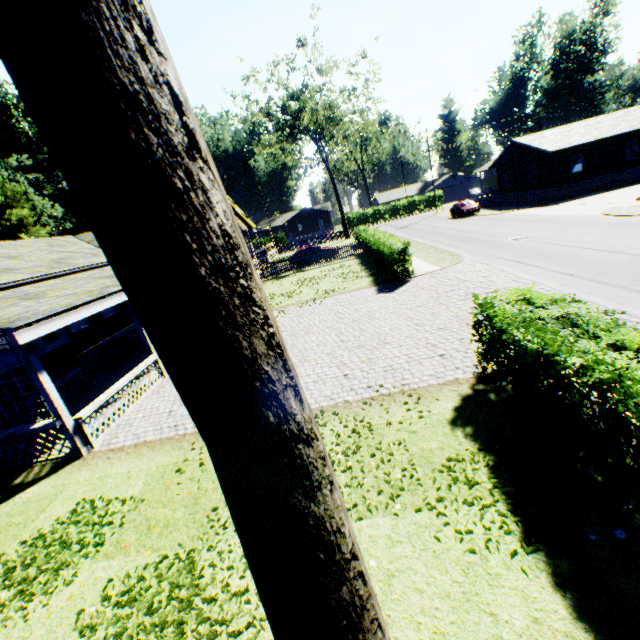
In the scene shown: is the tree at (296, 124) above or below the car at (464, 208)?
above

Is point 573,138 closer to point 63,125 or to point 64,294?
point 64,294

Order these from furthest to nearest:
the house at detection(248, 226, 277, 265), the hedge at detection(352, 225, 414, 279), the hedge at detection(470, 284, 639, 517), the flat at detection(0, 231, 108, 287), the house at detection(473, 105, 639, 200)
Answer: the house at detection(248, 226, 277, 265) < the house at detection(473, 105, 639, 200) < the hedge at detection(352, 225, 414, 279) < the flat at detection(0, 231, 108, 287) < the hedge at detection(470, 284, 639, 517)

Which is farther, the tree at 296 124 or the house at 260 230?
the house at 260 230

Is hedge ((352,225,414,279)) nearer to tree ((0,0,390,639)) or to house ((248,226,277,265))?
house ((248,226,277,265))

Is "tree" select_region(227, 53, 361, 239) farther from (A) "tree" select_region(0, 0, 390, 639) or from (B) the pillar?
(B) the pillar

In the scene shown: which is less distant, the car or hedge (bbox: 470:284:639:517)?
hedge (bbox: 470:284:639:517)

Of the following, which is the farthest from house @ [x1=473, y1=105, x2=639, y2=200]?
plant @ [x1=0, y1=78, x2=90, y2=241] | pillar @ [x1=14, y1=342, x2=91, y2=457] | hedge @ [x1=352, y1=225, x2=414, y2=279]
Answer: plant @ [x1=0, y1=78, x2=90, y2=241]
